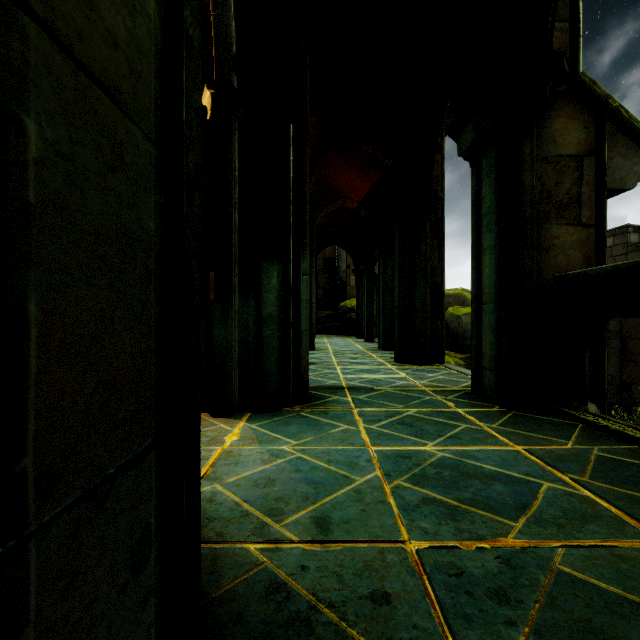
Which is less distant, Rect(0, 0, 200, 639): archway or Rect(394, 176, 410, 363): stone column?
Rect(0, 0, 200, 639): archway

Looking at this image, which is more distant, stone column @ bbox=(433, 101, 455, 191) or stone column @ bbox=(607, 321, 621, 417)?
stone column @ bbox=(607, 321, 621, 417)

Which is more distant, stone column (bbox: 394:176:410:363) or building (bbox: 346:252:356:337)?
building (bbox: 346:252:356:337)

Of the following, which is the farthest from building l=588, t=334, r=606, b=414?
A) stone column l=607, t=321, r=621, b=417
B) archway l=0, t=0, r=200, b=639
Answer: stone column l=607, t=321, r=621, b=417

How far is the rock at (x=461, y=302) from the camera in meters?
14.2 m

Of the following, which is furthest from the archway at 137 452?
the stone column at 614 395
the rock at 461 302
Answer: the stone column at 614 395

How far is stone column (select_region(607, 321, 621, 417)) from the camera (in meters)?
11.46

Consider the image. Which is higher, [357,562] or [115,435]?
[115,435]
